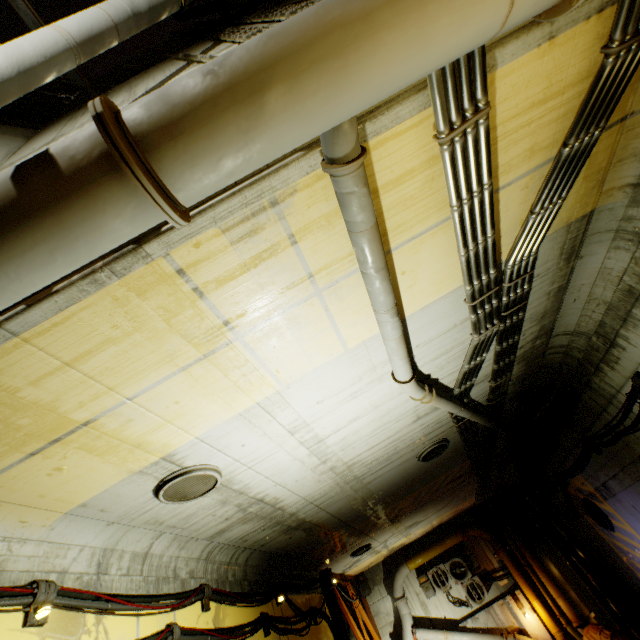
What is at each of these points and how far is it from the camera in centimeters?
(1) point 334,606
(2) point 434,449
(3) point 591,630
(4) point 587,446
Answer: (1) beam, 1066cm
(2) cable, 734cm
(3) cloth, 1061cm
(4) cable, 720cm

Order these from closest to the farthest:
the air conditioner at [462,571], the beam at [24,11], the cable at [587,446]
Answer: the cable at [587,446]
the beam at [24,11]
the air conditioner at [462,571]

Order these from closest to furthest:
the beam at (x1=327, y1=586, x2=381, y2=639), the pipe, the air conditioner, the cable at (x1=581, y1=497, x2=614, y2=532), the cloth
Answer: the pipe < the cable at (x1=581, y1=497, x2=614, y2=532) < the cloth < the beam at (x1=327, y1=586, x2=381, y2=639) < the air conditioner

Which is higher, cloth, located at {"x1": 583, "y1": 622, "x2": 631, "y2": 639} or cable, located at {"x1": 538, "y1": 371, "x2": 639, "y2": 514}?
cable, located at {"x1": 538, "y1": 371, "x2": 639, "y2": 514}

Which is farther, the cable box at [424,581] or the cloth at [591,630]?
the cable box at [424,581]

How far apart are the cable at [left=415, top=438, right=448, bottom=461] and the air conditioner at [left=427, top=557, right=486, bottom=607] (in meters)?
9.82

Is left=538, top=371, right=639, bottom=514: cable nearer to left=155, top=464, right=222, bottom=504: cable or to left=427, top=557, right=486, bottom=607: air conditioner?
left=427, top=557, right=486, bottom=607: air conditioner

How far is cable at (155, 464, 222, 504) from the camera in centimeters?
405cm
